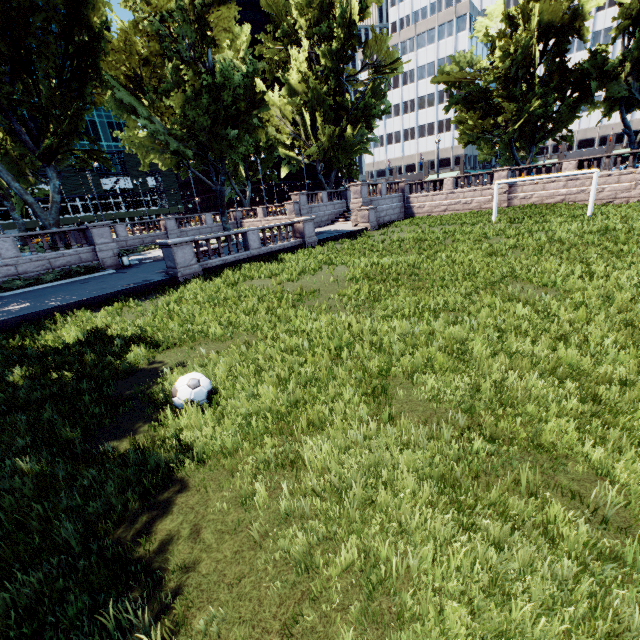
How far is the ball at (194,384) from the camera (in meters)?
5.40

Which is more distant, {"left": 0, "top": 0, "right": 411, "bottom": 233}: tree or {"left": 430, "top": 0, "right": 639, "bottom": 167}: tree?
{"left": 430, "top": 0, "right": 639, "bottom": 167}: tree

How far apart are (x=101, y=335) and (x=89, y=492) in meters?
6.7

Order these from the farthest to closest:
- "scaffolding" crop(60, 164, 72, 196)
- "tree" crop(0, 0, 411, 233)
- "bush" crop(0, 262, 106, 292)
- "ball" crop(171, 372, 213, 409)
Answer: "scaffolding" crop(60, 164, 72, 196), "tree" crop(0, 0, 411, 233), "bush" crop(0, 262, 106, 292), "ball" crop(171, 372, 213, 409)

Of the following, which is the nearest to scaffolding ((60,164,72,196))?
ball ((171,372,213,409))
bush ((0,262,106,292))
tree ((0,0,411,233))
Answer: tree ((0,0,411,233))

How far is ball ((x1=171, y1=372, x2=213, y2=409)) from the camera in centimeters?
540cm

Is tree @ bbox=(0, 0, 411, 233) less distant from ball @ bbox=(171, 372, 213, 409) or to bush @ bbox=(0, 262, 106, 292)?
bush @ bbox=(0, 262, 106, 292)

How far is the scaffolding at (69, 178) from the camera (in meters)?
59.03
